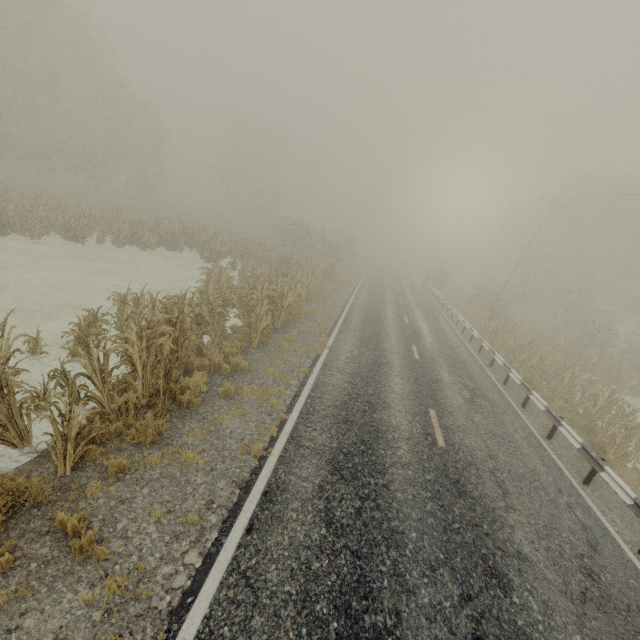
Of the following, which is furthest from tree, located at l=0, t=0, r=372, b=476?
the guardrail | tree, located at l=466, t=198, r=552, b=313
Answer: tree, located at l=466, t=198, r=552, b=313

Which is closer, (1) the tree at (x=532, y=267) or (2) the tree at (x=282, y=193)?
(1) the tree at (x=532, y=267)

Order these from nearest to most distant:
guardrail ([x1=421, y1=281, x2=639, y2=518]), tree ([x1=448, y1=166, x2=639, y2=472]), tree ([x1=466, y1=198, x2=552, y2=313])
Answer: guardrail ([x1=421, y1=281, x2=639, y2=518]), tree ([x1=448, y1=166, x2=639, y2=472]), tree ([x1=466, y1=198, x2=552, y2=313])

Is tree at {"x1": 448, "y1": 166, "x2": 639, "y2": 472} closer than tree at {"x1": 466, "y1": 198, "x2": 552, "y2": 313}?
Yes

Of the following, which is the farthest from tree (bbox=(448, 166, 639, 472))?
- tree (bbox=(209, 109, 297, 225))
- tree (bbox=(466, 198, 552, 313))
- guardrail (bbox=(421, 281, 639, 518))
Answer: tree (bbox=(209, 109, 297, 225))

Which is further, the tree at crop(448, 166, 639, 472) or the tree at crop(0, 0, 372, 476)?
the tree at crop(448, 166, 639, 472)

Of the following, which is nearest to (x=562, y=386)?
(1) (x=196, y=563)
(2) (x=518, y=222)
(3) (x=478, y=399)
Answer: (3) (x=478, y=399)

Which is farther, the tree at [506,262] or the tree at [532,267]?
the tree at [506,262]
